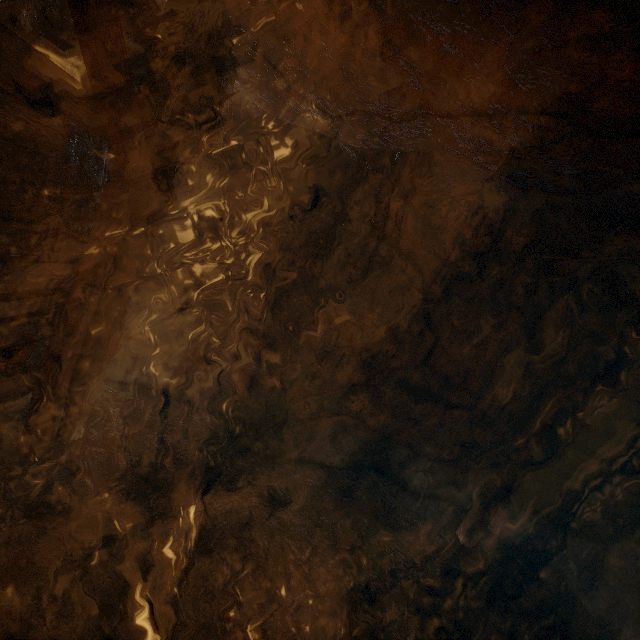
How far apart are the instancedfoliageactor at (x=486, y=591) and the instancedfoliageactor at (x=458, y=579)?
0.3m

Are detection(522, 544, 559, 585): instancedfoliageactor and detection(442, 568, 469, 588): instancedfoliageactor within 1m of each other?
no

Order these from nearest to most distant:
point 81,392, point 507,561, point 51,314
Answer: point 51,314 → point 81,392 → point 507,561

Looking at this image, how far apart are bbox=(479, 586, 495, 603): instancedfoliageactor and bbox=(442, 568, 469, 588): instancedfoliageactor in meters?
0.3 m

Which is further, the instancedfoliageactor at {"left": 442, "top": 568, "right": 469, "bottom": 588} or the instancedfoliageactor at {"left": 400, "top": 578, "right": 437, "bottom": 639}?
the instancedfoliageactor at {"left": 442, "top": 568, "right": 469, "bottom": 588}

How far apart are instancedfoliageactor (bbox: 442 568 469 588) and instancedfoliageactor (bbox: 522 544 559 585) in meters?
2.1

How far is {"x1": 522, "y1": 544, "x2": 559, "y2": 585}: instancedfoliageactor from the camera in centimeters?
500cm

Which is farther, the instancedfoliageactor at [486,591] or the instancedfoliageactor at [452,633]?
the instancedfoliageactor at [486,591]
